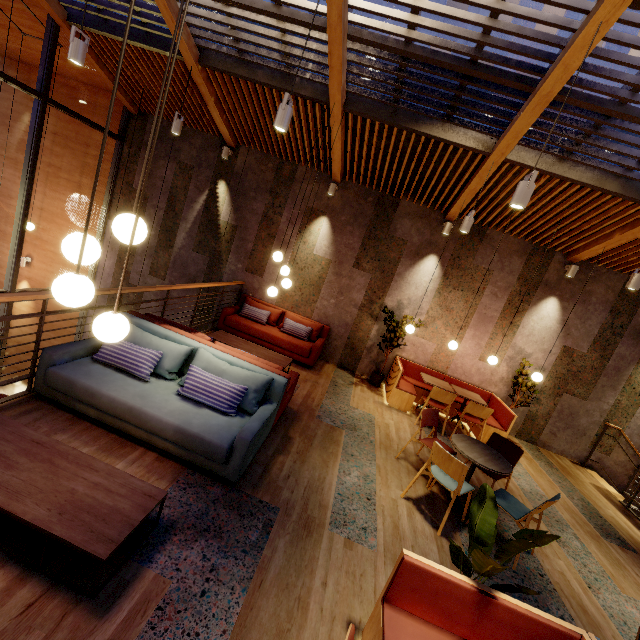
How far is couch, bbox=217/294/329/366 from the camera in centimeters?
700cm

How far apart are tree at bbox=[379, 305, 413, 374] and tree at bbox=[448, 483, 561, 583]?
4.7m

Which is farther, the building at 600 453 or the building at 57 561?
the building at 600 453

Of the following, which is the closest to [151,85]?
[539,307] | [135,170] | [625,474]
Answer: [135,170]

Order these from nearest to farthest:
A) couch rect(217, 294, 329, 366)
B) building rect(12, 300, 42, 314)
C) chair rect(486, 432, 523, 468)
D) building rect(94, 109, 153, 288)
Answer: chair rect(486, 432, 523, 468)
couch rect(217, 294, 329, 366)
building rect(94, 109, 153, 288)
building rect(12, 300, 42, 314)

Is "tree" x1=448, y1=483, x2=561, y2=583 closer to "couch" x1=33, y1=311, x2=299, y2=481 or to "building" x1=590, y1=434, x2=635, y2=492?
"building" x1=590, y1=434, x2=635, y2=492

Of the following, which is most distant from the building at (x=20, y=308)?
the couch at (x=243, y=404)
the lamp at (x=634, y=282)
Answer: the lamp at (x=634, y=282)

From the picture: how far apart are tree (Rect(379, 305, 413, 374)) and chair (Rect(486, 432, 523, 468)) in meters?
2.5
